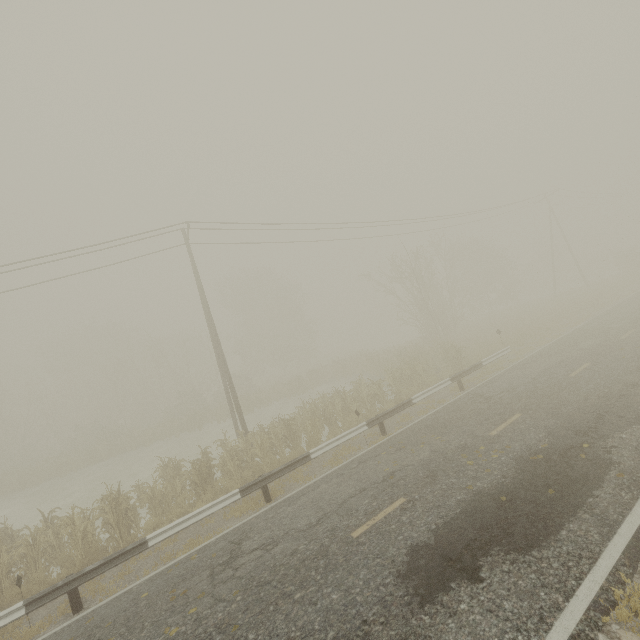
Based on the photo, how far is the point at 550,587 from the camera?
4.5m
